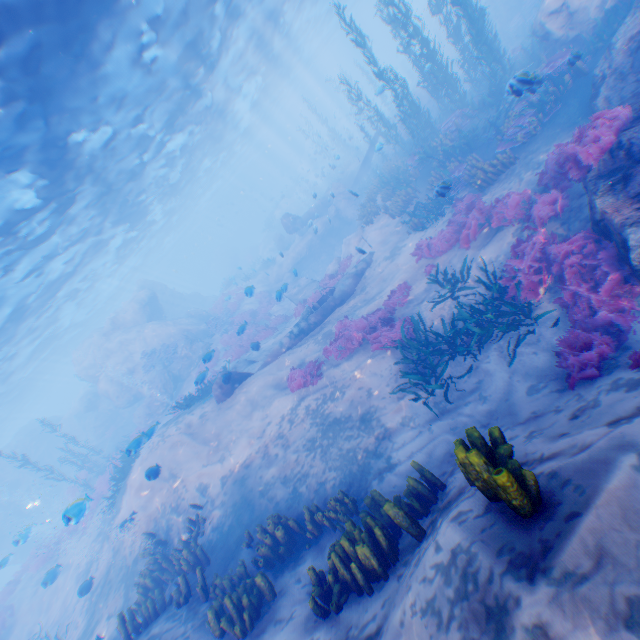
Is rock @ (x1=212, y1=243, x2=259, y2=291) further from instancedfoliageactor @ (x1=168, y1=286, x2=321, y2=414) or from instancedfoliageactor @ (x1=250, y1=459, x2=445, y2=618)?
instancedfoliageactor @ (x1=250, y1=459, x2=445, y2=618)

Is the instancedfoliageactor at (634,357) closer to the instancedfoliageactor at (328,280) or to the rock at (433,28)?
the rock at (433,28)

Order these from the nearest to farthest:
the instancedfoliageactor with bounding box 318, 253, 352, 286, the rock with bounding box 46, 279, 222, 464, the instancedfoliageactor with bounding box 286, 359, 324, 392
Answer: the instancedfoliageactor with bounding box 286, 359, 324, 392
the instancedfoliageactor with bounding box 318, 253, 352, 286
the rock with bounding box 46, 279, 222, 464

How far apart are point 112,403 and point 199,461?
24.3m

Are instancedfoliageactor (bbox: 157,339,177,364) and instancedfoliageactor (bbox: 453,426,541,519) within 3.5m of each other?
no

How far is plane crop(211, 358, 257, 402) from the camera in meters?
13.5 m

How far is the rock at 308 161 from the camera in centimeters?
3547cm

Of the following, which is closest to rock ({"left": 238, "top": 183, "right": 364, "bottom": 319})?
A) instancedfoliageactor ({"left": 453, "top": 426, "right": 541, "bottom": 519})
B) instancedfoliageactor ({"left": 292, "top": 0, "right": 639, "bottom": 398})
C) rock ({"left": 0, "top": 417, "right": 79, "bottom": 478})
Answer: instancedfoliageactor ({"left": 292, "top": 0, "right": 639, "bottom": 398})
